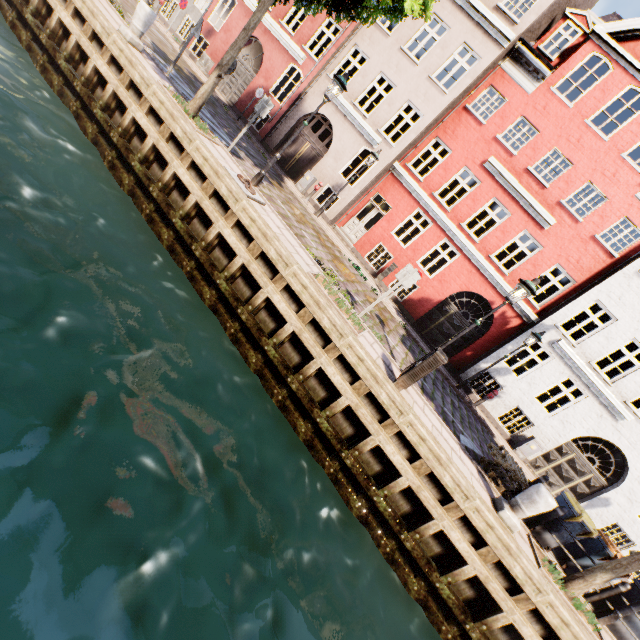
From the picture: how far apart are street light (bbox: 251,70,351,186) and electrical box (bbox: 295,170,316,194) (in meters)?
7.30

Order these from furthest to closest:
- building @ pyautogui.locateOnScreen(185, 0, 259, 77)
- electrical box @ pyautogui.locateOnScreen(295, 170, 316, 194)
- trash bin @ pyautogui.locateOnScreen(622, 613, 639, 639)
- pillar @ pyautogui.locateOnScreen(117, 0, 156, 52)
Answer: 1. building @ pyautogui.locateOnScreen(185, 0, 259, 77)
2. electrical box @ pyautogui.locateOnScreen(295, 170, 316, 194)
3. pillar @ pyautogui.locateOnScreen(117, 0, 156, 52)
4. trash bin @ pyautogui.locateOnScreen(622, 613, 639, 639)

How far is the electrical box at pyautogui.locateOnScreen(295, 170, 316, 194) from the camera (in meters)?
16.22

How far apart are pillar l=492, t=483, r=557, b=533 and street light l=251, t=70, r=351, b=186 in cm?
1021

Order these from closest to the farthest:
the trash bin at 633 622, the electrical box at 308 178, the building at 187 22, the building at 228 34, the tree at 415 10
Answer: the tree at 415 10 < the trash bin at 633 622 < the electrical box at 308 178 < the building at 228 34 < the building at 187 22

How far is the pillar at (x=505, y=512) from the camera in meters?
6.5

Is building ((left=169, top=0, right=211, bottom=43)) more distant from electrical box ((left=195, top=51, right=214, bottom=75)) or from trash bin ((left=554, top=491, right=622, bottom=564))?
trash bin ((left=554, top=491, right=622, bottom=564))

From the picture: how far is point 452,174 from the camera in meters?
15.1 m
